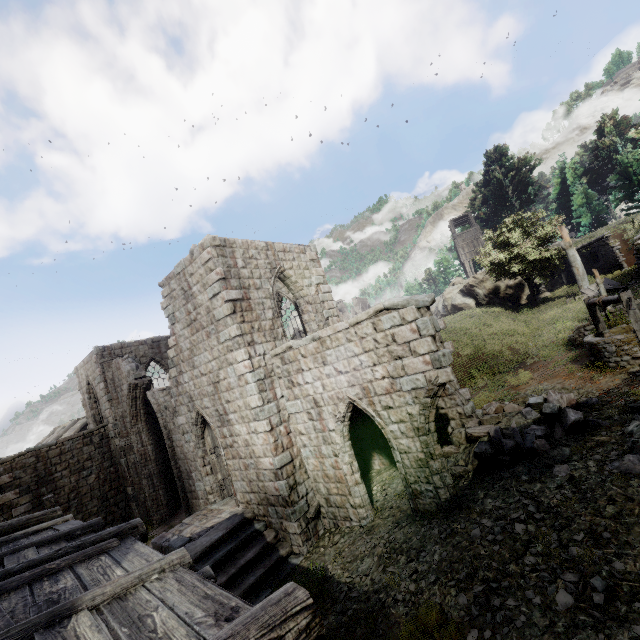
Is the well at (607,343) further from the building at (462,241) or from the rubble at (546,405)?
the building at (462,241)

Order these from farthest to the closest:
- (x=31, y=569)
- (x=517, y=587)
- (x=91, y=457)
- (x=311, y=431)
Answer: (x=91, y=457) < (x=311, y=431) < (x=517, y=587) < (x=31, y=569)

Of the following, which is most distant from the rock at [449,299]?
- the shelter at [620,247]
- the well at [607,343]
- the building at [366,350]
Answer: the well at [607,343]

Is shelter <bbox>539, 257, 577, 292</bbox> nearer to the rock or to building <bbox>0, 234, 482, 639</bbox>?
the rock

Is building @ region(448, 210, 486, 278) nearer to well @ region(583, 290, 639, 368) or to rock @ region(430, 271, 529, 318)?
rock @ region(430, 271, 529, 318)

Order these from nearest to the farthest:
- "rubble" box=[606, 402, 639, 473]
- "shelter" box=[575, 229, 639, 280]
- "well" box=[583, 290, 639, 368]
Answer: "rubble" box=[606, 402, 639, 473], "well" box=[583, 290, 639, 368], "shelter" box=[575, 229, 639, 280]

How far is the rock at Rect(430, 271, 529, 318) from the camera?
32.6m

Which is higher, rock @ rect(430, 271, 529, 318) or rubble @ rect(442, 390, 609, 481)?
rock @ rect(430, 271, 529, 318)
